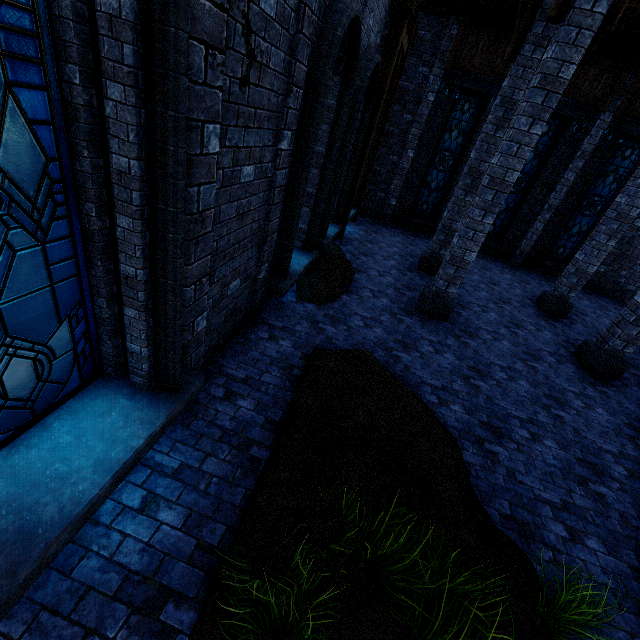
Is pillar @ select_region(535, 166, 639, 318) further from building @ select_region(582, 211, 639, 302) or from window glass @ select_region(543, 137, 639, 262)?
window glass @ select_region(543, 137, 639, 262)

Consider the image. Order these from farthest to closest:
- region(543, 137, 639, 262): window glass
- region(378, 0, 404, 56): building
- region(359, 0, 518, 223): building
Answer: region(543, 137, 639, 262): window glass < region(359, 0, 518, 223): building < region(378, 0, 404, 56): building

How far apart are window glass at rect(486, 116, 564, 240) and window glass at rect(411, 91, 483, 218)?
1.8 meters

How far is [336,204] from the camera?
9.7m

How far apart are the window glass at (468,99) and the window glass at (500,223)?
1.8m

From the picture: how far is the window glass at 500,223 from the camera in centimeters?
1195cm

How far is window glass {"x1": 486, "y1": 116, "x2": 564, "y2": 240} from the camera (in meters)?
11.95

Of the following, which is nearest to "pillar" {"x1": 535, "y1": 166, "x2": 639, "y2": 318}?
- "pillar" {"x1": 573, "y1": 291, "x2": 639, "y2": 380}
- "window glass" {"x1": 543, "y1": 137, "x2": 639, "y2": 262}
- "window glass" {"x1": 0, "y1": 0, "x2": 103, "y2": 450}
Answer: "pillar" {"x1": 573, "y1": 291, "x2": 639, "y2": 380}
